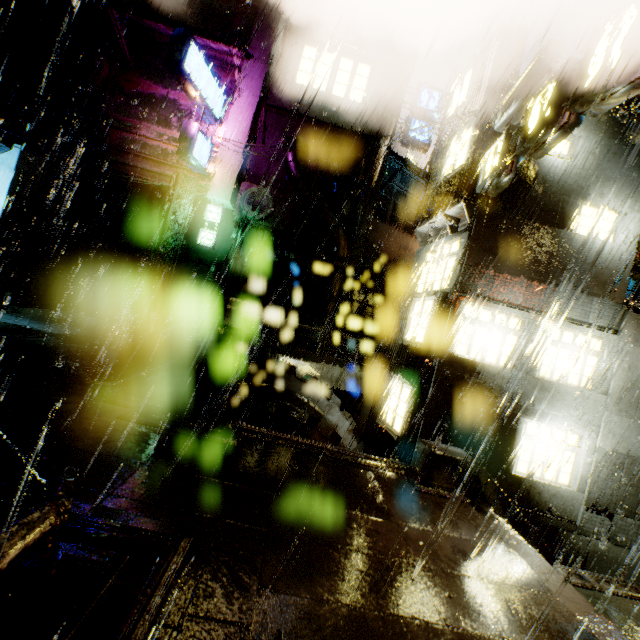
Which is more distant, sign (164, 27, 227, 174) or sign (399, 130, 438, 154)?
sign (399, 130, 438, 154)

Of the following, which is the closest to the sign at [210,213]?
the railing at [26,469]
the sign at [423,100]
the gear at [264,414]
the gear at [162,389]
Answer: the gear at [162,389]

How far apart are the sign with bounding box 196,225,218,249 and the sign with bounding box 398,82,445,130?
13.9m

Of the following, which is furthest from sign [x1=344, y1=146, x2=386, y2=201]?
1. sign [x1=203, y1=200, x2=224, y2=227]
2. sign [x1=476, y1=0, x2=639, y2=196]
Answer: sign [x1=203, y1=200, x2=224, y2=227]

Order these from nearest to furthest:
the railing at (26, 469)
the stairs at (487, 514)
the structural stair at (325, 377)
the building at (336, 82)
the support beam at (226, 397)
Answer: the railing at (26, 469) < the stairs at (487, 514) < the support beam at (226, 397) < the structural stair at (325, 377) < the building at (336, 82)

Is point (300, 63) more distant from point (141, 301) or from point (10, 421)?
point (10, 421)

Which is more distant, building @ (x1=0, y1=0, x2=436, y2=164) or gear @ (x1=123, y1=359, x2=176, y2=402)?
building @ (x1=0, y1=0, x2=436, y2=164)

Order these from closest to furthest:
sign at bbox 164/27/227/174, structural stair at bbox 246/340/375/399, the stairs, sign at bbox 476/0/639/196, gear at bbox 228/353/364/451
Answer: the stairs < sign at bbox 476/0/639/196 < gear at bbox 228/353/364/451 < structural stair at bbox 246/340/375/399 < sign at bbox 164/27/227/174
